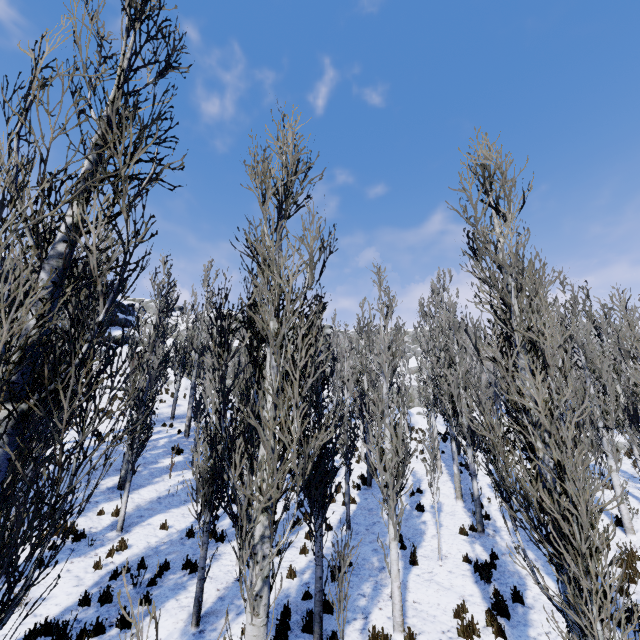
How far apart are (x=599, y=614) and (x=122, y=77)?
8.2 meters

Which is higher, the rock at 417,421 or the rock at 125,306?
the rock at 125,306

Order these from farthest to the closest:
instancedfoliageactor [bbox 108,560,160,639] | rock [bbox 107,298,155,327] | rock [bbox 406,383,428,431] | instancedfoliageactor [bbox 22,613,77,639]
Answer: rock [bbox 107,298,155,327] → rock [bbox 406,383,428,431] → instancedfoliageactor [bbox 22,613,77,639] → instancedfoliageactor [bbox 108,560,160,639]

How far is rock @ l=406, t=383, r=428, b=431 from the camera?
30.8m

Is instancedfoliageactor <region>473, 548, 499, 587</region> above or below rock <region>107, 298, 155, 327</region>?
below

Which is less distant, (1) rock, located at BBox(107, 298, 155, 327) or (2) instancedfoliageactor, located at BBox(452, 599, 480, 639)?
(2) instancedfoliageactor, located at BBox(452, 599, 480, 639)

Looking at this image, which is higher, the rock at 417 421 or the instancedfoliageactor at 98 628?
the rock at 417 421
